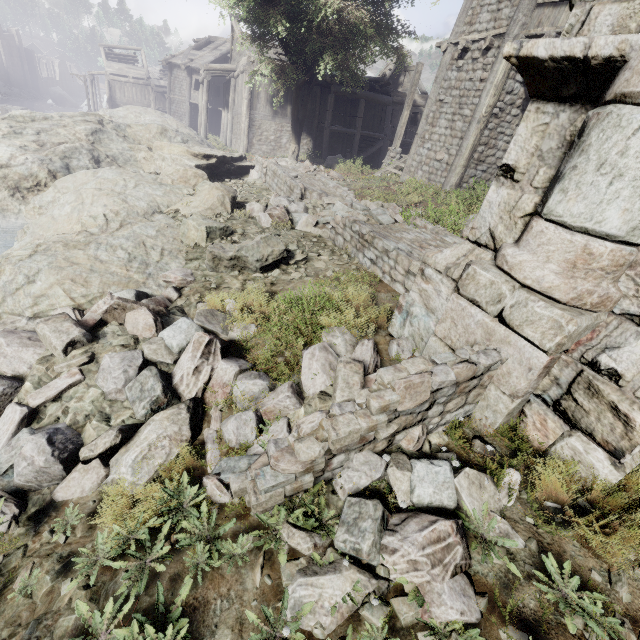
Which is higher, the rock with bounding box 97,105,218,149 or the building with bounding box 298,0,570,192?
the building with bounding box 298,0,570,192

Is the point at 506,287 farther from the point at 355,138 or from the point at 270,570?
the point at 355,138

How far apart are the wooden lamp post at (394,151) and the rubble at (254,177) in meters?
7.0

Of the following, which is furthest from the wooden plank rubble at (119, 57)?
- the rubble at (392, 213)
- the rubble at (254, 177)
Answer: the rubble at (392, 213)

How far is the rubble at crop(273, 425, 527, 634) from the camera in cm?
178

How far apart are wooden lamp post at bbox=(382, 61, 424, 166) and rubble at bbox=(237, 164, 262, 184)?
7.0 meters

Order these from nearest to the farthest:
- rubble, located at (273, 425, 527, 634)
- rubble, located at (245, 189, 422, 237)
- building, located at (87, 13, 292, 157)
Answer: rubble, located at (273, 425, 527, 634), rubble, located at (245, 189, 422, 237), building, located at (87, 13, 292, 157)
